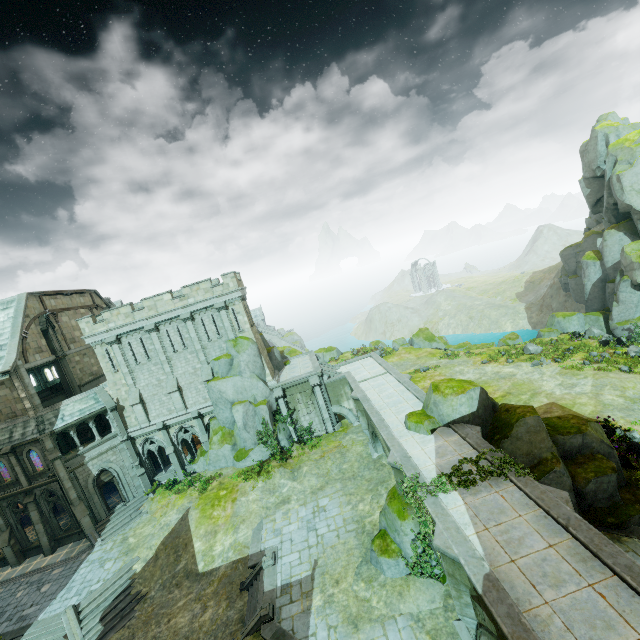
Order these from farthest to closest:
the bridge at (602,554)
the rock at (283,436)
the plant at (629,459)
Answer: the rock at (283,436), the plant at (629,459), the bridge at (602,554)

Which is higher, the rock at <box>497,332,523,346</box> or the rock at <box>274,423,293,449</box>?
the rock at <box>274,423,293,449</box>

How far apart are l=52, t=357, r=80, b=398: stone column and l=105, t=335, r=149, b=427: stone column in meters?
5.2

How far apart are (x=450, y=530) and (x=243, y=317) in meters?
22.5

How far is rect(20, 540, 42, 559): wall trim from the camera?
25.2 meters

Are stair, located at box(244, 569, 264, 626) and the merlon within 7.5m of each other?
no

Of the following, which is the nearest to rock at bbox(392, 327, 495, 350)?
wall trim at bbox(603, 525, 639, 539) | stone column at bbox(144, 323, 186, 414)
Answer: stone column at bbox(144, 323, 186, 414)

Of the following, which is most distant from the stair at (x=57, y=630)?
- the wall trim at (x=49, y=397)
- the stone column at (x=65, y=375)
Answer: the stone column at (x=65, y=375)
